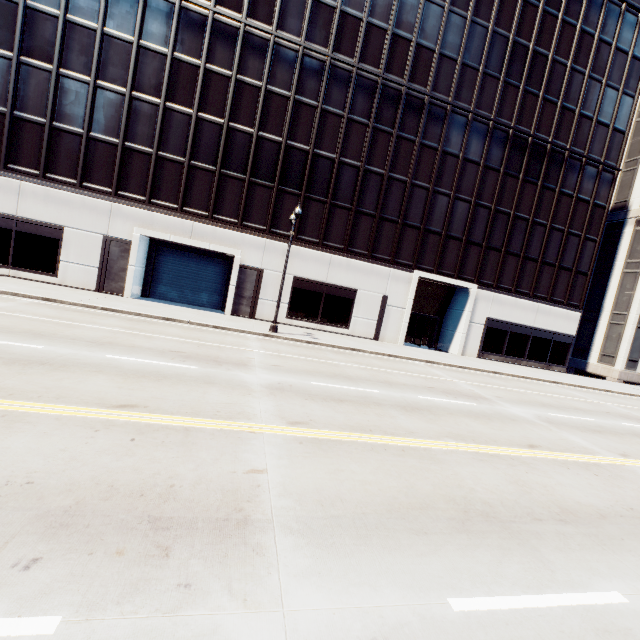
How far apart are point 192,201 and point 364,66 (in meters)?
15.87
